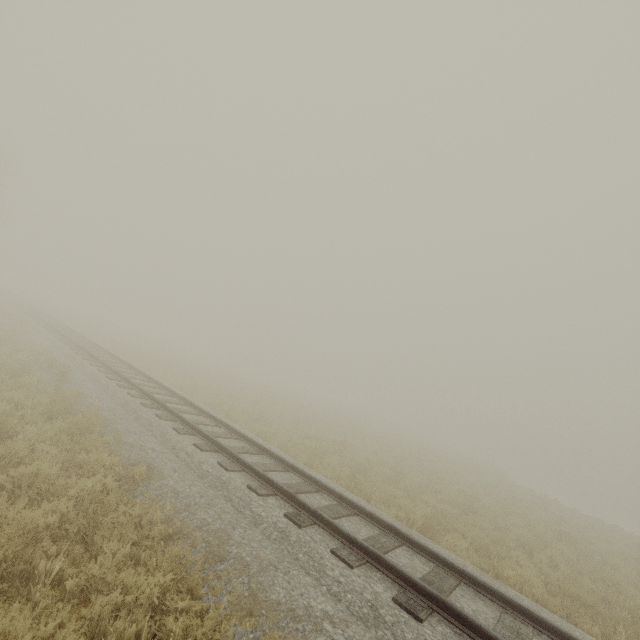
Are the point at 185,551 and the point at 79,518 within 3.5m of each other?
yes
